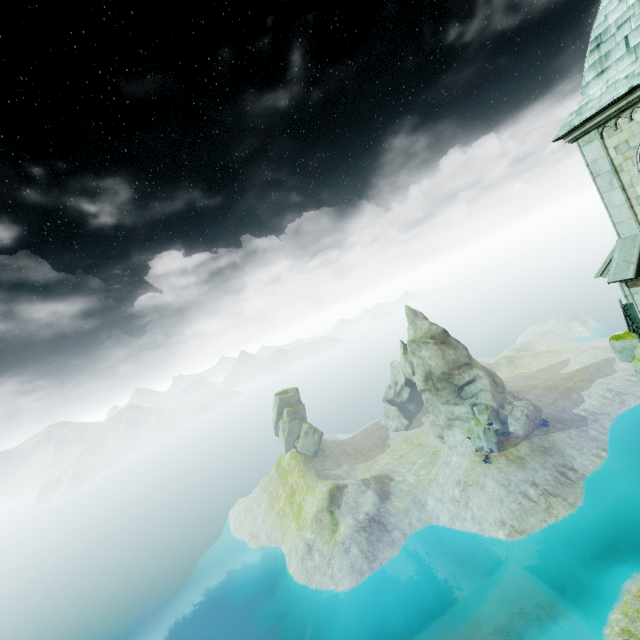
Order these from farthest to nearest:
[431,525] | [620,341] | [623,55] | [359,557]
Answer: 1. [431,525]
2. [359,557]
3. [620,341]
4. [623,55]

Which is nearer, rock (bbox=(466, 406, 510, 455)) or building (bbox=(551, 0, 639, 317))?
building (bbox=(551, 0, 639, 317))

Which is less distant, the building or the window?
the building

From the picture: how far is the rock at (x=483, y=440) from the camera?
54.7 meters

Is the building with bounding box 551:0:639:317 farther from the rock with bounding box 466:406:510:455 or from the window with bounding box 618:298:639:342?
the rock with bounding box 466:406:510:455

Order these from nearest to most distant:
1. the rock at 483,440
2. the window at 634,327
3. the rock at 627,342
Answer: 1. the window at 634,327
2. the rock at 627,342
3. the rock at 483,440

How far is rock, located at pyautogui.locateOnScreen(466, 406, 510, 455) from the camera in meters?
54.7 m

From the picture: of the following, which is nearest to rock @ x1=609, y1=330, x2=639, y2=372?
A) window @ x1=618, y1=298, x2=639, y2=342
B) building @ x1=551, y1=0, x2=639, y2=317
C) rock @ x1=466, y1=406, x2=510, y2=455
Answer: building @ x1=551, y1=0, x2=639, y2=317
